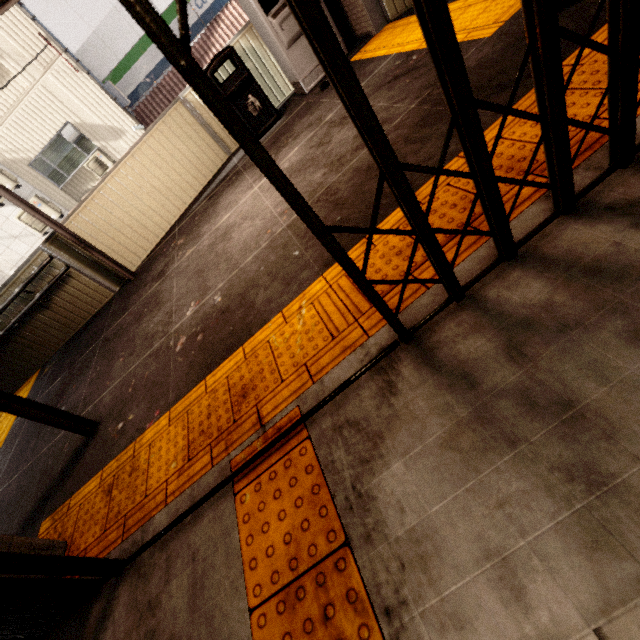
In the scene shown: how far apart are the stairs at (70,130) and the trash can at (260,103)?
8.12m

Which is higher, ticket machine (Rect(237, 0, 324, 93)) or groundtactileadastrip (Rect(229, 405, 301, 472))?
ticket machine (Rect(237, 0, 324, 93))

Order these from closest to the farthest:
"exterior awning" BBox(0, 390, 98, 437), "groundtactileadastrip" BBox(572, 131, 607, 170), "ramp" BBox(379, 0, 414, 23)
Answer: "groundtactileadastrip" BBox(572, 131, 607, 170) → "exterior awning" BBox(0, 390, 98, 437) → "ramp" BBox(379, 0, 414, 23)

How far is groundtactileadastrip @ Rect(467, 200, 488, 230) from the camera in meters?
1.6

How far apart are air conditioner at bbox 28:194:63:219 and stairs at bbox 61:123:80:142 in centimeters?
220cm

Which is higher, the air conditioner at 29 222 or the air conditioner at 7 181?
the air conditioner at 7 181

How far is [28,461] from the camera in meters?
3.5 m
